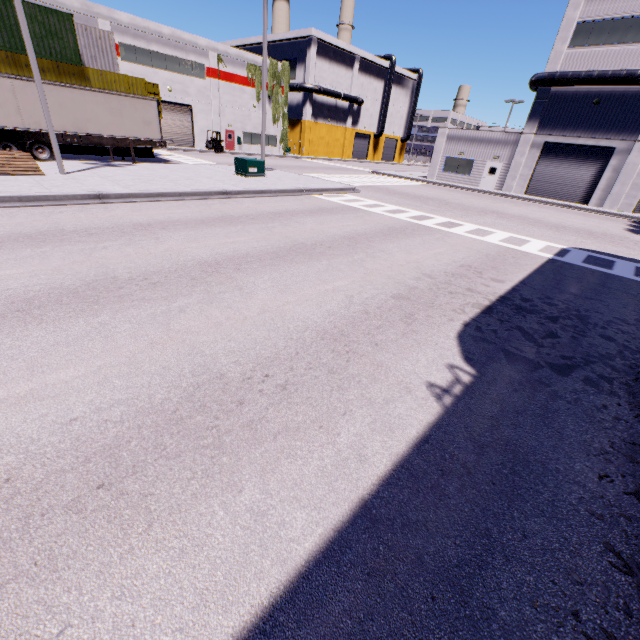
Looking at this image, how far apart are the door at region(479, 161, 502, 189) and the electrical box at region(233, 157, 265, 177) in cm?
2336

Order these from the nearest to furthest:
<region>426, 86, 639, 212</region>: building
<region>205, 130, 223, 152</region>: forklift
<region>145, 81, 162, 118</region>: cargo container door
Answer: <region>426, 86, 639, 212</region>: building → <region>145, 81, 162, 118</region>: cargo container door → <region>205, 130, 223, 152</region>: forklift

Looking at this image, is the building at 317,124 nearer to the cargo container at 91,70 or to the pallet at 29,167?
the cargo container at 91,70

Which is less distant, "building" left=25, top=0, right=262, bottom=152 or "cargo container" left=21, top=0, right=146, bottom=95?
"cargo container" left=21, top=0, right=146, bottom=95

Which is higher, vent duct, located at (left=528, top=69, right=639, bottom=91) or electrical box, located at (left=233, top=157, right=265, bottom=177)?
vent duct, located at (left=528, top=69, right=639, bottom=91)

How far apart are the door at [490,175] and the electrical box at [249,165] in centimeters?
2336cm

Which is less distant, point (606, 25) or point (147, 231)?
point (147, 231)

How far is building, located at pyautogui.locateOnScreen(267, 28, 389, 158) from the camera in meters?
47.0 m
